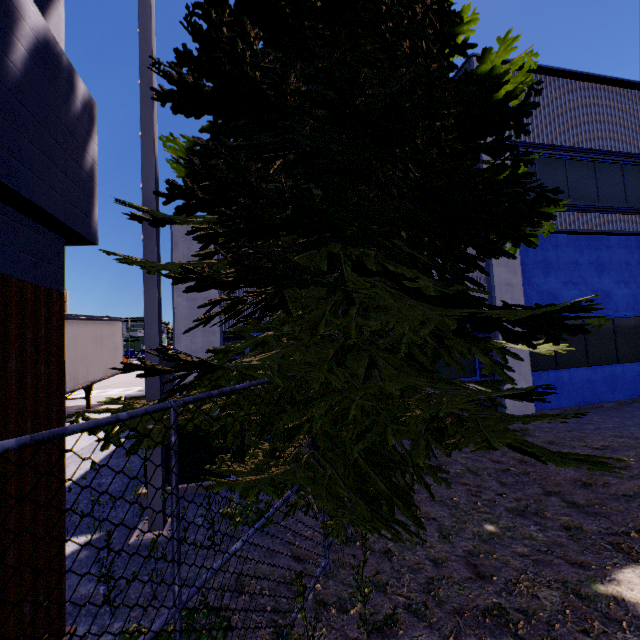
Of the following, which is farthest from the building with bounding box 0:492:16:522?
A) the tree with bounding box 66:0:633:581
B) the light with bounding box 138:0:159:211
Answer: the light with bounding box 138:0:159:211

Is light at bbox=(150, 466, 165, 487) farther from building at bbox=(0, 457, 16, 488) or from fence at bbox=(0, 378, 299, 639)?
fence at bbox=(0, 378, 299, 639)

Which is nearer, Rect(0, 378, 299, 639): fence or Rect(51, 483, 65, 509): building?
Rect(0, 378, 299, 639): fence

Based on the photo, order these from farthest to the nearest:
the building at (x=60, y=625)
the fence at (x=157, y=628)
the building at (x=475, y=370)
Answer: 1. the building at (x=475, y=370)
2. the building at (x=60, y=625)
3. the fence at (x=157, y=628)

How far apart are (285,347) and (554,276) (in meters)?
9.24

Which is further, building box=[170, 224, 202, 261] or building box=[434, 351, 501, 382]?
→ building box=[434, 351, 501, 382]

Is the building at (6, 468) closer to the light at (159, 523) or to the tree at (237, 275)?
the tree at (237, 275)
